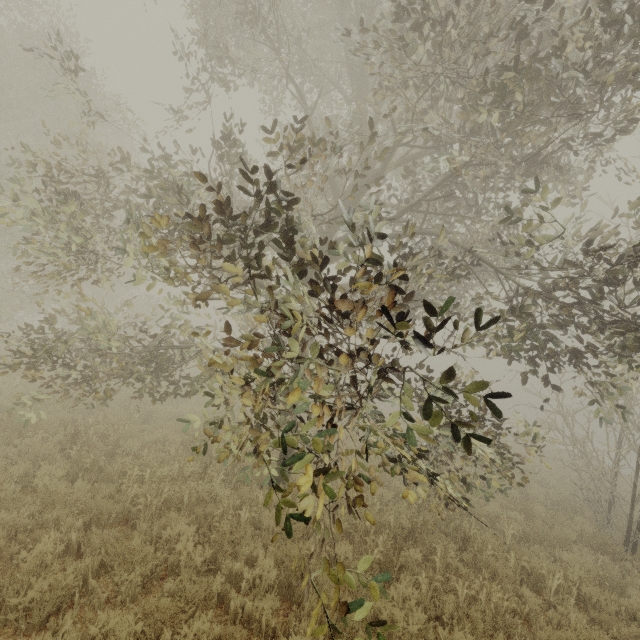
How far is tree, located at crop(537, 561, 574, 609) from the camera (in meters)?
6.18

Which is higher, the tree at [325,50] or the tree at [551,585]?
the tree at [325,50]

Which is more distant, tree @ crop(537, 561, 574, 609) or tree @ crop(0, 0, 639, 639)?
tree @ crop(537, 561, 574, 609)

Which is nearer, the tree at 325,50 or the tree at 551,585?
the tree at 325,50

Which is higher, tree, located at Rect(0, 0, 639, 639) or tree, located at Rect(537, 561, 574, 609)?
tree, located at Rect(0, 0, 639, 639)

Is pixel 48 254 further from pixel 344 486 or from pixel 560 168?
pixel 560 168
